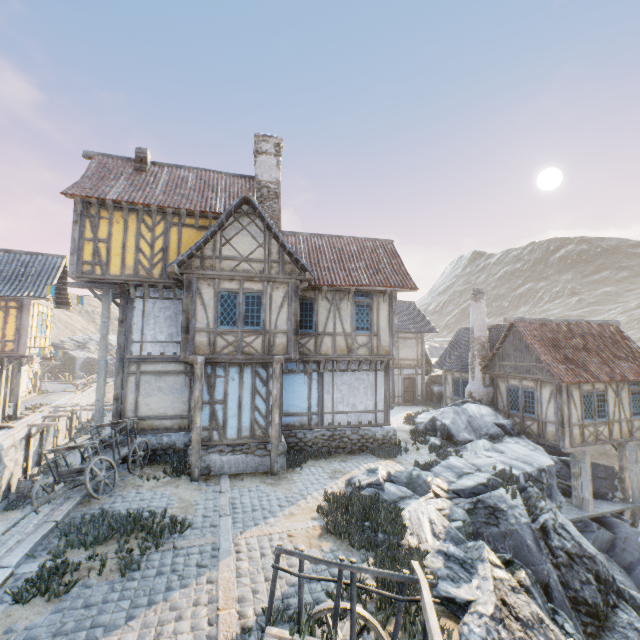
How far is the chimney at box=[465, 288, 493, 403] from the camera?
18.28m

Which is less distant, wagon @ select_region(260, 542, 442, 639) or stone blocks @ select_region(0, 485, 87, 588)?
wagon @ select_region(260, 542, 442, 639)

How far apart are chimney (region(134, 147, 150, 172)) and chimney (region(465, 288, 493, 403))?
18.4m

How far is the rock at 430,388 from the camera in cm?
2569

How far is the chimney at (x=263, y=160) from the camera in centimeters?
1543cm

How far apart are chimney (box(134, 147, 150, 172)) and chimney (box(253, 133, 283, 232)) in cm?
459

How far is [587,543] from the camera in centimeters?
998cm

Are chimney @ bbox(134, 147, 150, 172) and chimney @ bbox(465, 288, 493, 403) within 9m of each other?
no
